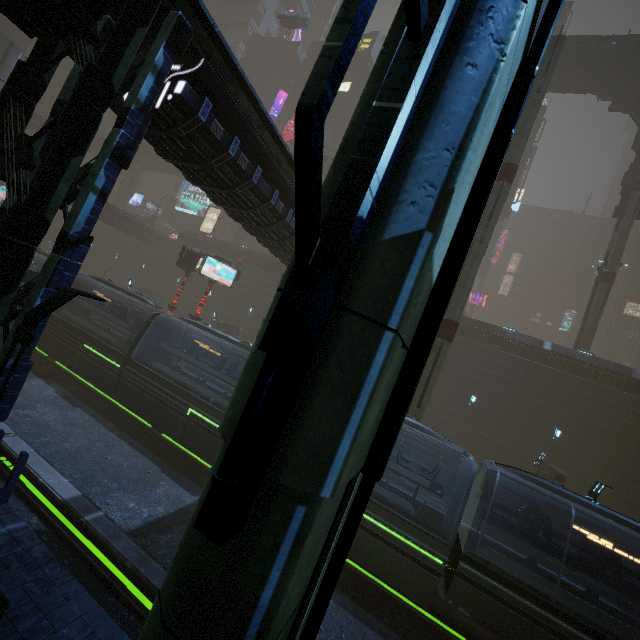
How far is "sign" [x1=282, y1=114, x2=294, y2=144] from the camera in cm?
5069

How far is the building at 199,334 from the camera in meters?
34.8 m

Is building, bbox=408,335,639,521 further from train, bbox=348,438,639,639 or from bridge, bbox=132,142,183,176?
bridge, bbox=132,142,183,176

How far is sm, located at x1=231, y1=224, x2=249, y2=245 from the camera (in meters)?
42.38

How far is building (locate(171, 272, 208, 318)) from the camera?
38.5 meters

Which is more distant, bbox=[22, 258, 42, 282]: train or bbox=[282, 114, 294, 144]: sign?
bbox=[282, 114, 294, 144]: sign

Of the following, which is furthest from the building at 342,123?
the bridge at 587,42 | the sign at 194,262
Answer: the bridge at 587,42

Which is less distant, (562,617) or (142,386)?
(562,617)
